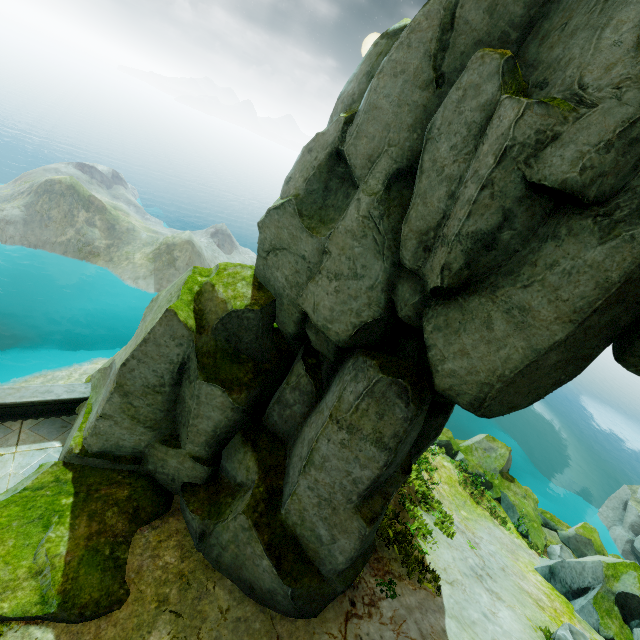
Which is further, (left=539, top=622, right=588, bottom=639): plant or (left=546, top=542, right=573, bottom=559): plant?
(left=546, top=542, right=573, bottom=559): plant

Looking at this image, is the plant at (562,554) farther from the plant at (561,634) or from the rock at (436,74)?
the plant at (561,634)

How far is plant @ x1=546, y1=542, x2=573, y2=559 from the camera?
17.75m

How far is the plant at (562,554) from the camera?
17.8 meters

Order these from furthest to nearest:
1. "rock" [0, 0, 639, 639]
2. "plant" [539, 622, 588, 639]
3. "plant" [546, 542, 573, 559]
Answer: "plant" [546, 542, 573, 559]
"plant" [539, 622, 588, 639]
"rock" [0, 0, 639, 639]

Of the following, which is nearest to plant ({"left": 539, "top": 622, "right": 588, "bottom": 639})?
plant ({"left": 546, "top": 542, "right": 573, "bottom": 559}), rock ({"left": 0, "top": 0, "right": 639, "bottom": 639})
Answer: rock ({"left": 0, "top": 0, "right": 639, "bottom": 639})

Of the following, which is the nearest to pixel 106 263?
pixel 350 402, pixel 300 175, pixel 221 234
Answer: pixel 221 234

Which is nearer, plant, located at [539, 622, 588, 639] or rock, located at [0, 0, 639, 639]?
rock, located at [0, 0, 639, 639]
